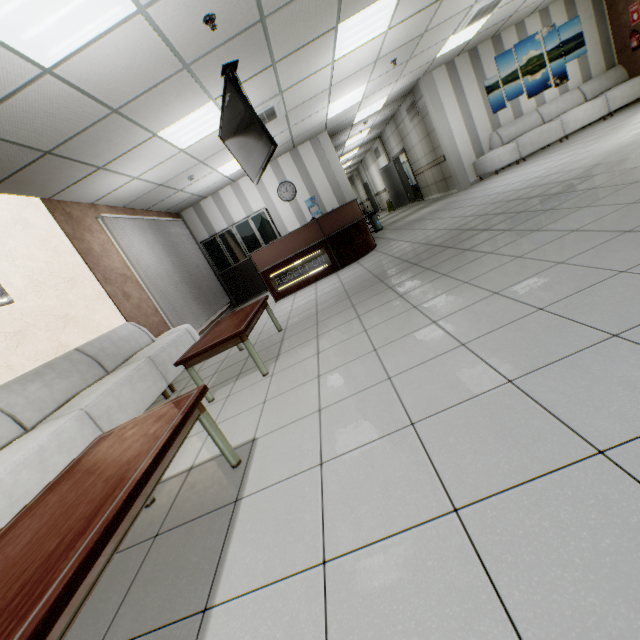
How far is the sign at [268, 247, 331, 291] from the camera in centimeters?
684cm

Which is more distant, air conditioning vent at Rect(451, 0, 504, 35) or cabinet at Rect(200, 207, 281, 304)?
cabinet at Rect(200, 207, 281, 304)

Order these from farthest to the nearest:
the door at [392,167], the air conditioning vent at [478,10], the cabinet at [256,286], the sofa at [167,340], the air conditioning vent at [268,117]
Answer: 1. the door at [392,167]
2. the cabinet at [256,286]
3. the air conditioning vent at [478,10]
4. the air conditioning vent at [268,117]
5. the sofa at [167,340]

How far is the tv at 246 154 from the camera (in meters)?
3.59

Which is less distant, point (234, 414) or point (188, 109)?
point (234, 414)

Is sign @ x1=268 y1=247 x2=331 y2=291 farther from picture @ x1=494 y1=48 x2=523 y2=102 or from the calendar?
picture @ x1=494 y1=48 x2=523 y2=102

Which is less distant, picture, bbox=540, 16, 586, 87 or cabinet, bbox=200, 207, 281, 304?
picture, bbox=540, 16, 586, 87

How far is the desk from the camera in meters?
6.7
